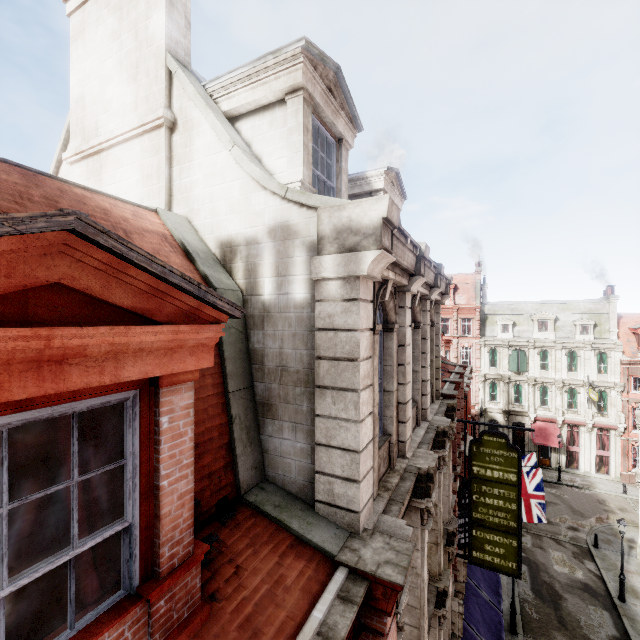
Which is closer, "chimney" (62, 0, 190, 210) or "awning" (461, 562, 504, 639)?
"chimney" (62, 0, 190, 210)

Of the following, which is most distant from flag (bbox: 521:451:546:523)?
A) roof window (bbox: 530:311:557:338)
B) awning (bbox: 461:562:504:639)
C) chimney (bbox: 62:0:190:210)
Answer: roof window (bbox: 530:311:557:338)

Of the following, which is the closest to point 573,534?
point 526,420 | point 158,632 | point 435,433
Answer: point 526,420

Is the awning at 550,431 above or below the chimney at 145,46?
below

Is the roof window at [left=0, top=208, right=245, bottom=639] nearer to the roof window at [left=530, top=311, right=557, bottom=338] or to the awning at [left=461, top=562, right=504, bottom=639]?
the awning at [left=461, top=562, right=504, bottom=639]

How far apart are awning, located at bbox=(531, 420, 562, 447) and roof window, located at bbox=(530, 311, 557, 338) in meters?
9.1 m

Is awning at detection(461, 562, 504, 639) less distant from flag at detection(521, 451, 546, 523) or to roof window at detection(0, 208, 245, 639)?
flag at detection(521, 451, 546, 523)

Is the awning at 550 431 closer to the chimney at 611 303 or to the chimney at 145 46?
the chimney at 611 303
